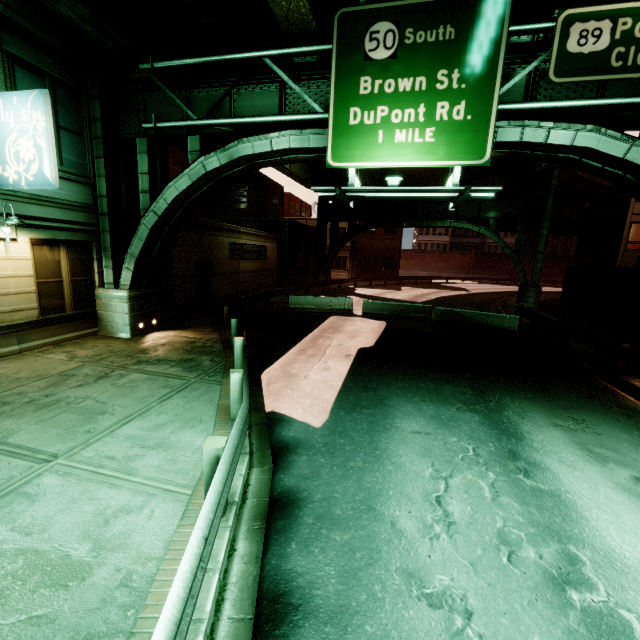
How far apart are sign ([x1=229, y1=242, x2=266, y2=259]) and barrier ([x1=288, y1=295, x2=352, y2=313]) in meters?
4.9 m

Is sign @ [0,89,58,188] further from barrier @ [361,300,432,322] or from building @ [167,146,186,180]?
barrier @ [361,300,432,322]

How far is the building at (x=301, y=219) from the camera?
16.5 meters

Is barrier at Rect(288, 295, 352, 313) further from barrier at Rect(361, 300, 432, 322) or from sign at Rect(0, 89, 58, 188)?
sign at Rect(0, 89, 58, 188)

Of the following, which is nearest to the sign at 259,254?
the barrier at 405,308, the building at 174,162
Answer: the building at 174,162

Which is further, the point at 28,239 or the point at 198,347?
the point at 198,347

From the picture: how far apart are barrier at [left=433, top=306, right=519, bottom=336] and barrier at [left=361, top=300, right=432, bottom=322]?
0.4m

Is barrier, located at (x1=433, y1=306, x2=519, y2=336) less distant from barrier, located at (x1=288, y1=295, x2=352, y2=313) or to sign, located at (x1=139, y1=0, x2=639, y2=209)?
barrier, located at (x1=288, y1=295, x2=352, y2=313)
